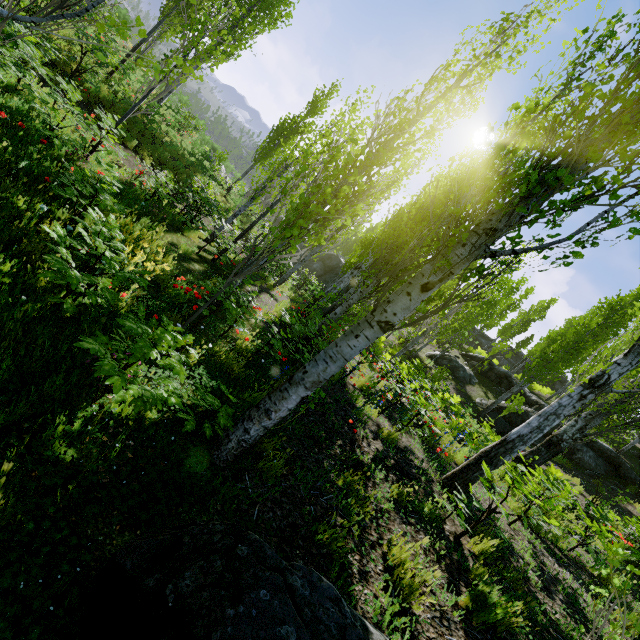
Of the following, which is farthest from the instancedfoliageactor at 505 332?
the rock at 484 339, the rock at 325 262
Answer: the rock at 484 339

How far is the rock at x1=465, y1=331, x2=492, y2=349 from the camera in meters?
42.2 m

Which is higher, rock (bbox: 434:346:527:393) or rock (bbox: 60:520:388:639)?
rock (bbox: 434:346:527:393)

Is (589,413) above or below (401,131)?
above

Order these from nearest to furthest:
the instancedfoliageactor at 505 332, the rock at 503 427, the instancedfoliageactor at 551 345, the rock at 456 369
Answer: the instancedfoliageactor at 551 345
the rock at 503 427
the rock at 456 369
the instancedfoliageactor at 505 332

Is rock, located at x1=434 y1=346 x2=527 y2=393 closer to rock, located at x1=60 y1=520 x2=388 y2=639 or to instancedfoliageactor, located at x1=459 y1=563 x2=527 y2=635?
instancedfoliageactor, located at x1=459 y1=563 x2=527 y2=635

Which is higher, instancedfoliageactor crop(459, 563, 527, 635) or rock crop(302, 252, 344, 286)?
rock crop(302, 252, 344, 286)

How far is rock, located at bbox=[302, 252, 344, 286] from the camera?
30.0m
